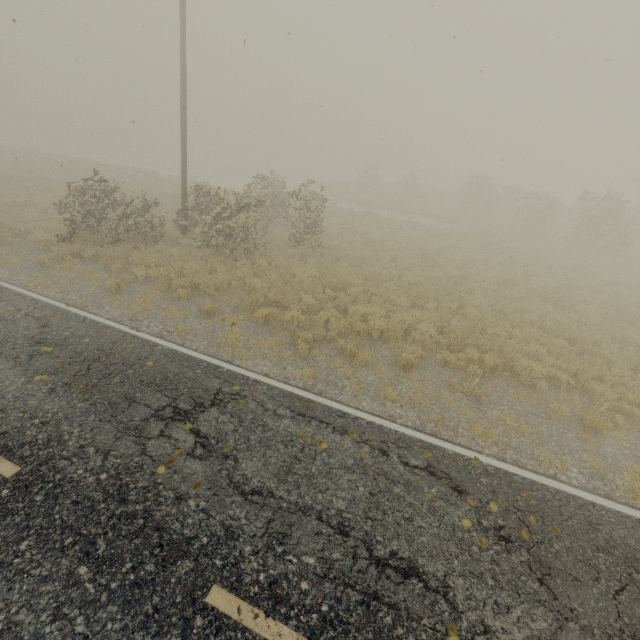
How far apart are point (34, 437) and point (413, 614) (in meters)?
6.18
